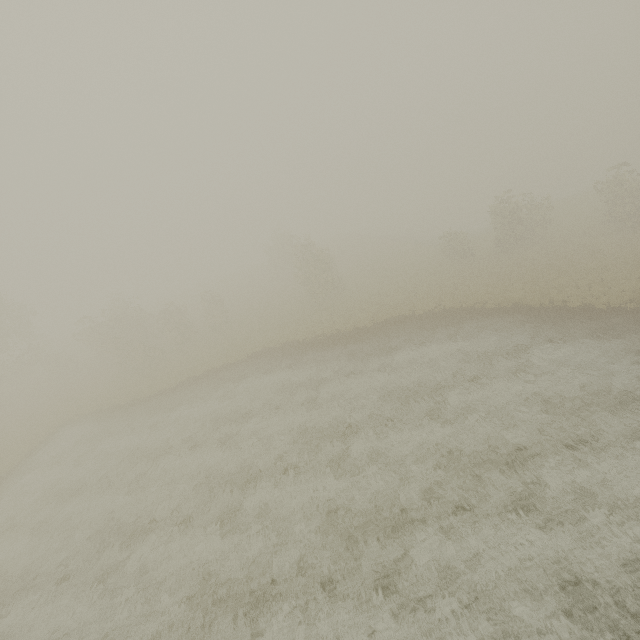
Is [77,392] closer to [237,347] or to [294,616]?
[237,347]
